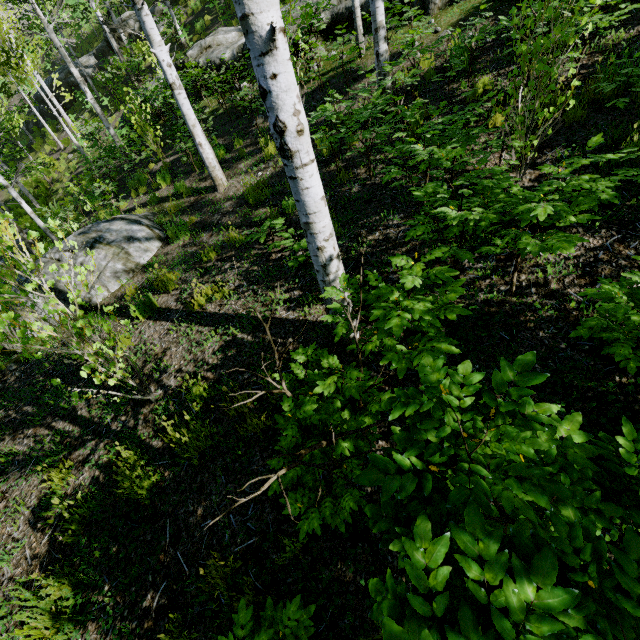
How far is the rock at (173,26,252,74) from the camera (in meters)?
10.51

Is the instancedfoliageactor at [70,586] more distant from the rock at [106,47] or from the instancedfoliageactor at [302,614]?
the instancedfoliageactor at [302,614]

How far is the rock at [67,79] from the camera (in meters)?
20.91

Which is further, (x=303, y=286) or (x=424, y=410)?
(x=303, y=286)

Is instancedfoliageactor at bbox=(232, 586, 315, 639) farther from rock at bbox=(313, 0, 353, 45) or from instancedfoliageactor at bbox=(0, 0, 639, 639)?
rock at bbox=(313, 0, 353, 45)

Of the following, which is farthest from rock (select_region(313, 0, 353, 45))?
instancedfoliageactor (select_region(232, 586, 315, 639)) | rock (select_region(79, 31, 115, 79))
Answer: instancedfoliageactor (select_region(232, 586, 315, 639))

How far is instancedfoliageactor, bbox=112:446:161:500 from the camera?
3.04m

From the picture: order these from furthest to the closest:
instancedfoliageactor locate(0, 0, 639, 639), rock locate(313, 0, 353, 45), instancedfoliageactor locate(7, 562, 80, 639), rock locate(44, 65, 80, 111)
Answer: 1. rock locate(44, 65, 80, 111)
2. rock locate(313, 0, 353, 45)
3. instancedfoliageactor locate(7, 562, 80, 639)
4. instancedfoliageactor locate(0, 0, 639, 639)
